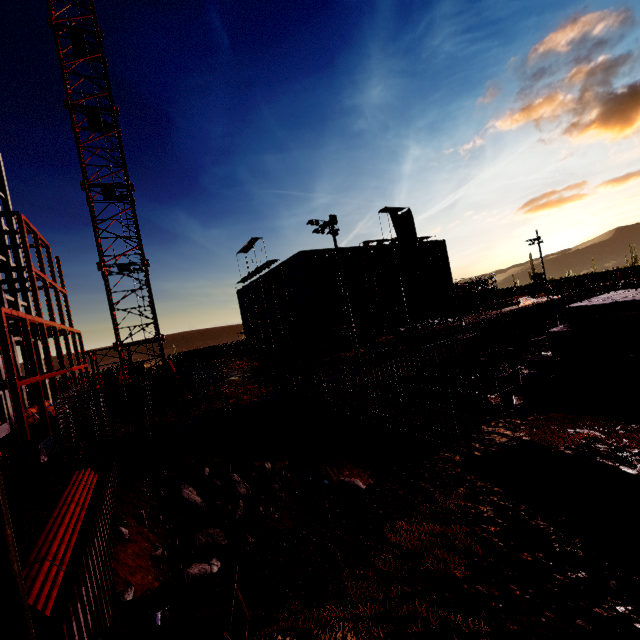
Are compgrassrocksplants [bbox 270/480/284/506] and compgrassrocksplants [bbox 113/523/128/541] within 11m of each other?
yes

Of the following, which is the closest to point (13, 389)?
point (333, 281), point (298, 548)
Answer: point (298, 548)

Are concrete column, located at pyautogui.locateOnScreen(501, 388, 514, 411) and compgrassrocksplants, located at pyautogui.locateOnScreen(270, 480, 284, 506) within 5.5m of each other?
no

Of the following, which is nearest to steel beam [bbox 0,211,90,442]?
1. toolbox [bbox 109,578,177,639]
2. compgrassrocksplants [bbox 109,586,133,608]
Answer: compgrassrocksplants [bbox 109,586,133,608]

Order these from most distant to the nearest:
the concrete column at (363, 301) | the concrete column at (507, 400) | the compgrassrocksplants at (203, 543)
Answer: the concrete column at (363, 301)
the concrete column at (507, 400)
the compgrassrocksplants at (203, 543)

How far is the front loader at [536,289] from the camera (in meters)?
56.92

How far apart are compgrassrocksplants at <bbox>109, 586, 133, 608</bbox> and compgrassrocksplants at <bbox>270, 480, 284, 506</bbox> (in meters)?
6.52

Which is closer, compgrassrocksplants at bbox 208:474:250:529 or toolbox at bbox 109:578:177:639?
toolbox at bbox 109:578:177:639
